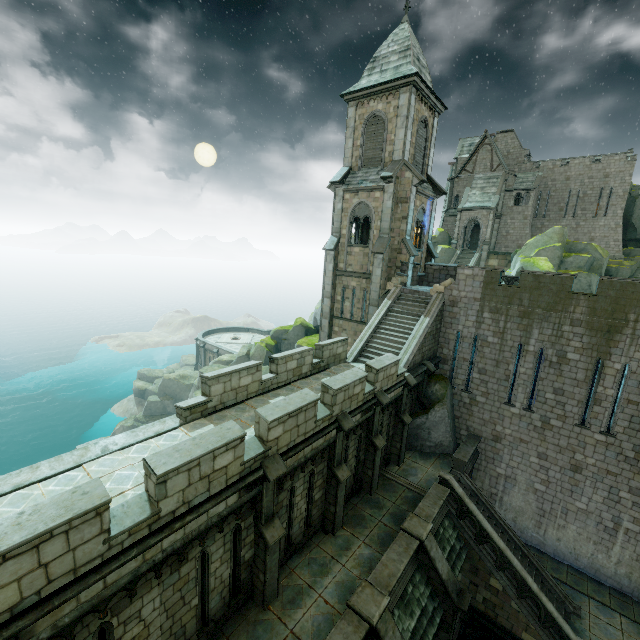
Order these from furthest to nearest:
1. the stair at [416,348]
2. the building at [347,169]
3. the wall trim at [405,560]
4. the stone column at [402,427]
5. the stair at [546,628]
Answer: the stair at [416,348]
the stone column at [402,427]
the building at [347,169]
the stair at [546,628]
the wall trim at [405,560]

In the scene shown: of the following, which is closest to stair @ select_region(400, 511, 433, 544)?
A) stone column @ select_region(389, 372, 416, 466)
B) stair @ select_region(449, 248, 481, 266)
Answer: stone column @ select_region(389, 372, 416, 466)

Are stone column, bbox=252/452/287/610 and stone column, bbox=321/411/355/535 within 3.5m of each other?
yes

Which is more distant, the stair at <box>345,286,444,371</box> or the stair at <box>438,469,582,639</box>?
the stair at <box>345,286,444,371</box>

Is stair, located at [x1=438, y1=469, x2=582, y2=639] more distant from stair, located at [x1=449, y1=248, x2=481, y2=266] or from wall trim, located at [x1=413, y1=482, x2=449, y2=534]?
stair, located at [x1=449, y1=248, x2=481, y2=266]

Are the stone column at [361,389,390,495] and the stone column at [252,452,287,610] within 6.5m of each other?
yes

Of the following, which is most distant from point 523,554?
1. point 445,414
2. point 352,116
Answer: point 352,116

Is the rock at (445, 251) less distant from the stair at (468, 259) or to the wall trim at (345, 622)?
the stair at (468, 259)
